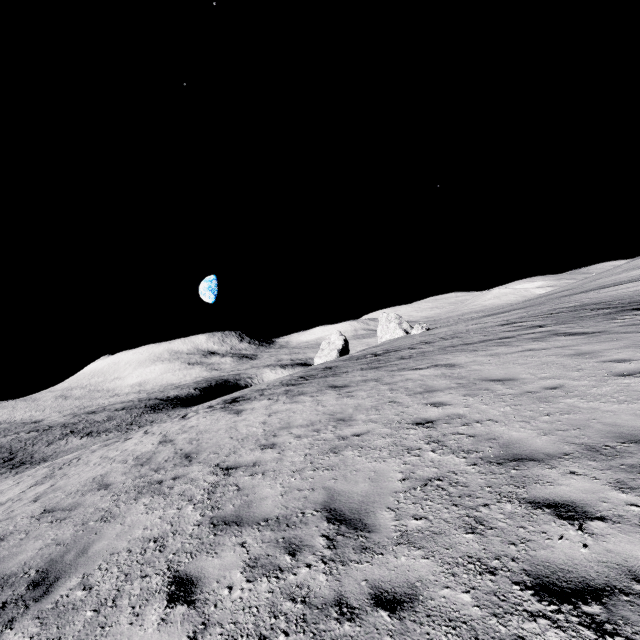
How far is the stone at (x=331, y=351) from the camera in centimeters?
5516cm

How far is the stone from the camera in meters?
55.2

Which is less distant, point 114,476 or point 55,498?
point 55,498
